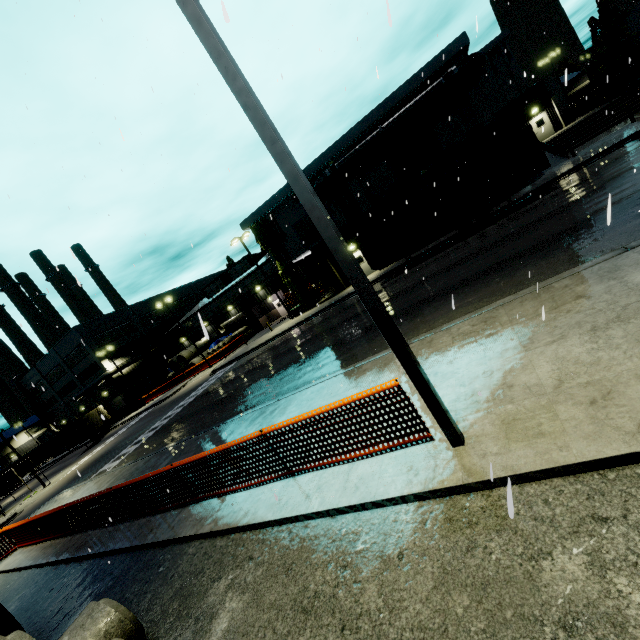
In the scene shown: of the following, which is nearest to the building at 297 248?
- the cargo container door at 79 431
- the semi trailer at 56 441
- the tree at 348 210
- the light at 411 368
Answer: the tree at 348 210

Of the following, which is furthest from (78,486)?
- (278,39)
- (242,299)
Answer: (242,299)

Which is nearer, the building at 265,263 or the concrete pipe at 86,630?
the concrete pipe at 86,630

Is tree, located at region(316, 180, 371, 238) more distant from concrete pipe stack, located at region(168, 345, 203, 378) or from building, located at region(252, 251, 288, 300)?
concrete pipe stack, located at region(168, 345, 203, 378)

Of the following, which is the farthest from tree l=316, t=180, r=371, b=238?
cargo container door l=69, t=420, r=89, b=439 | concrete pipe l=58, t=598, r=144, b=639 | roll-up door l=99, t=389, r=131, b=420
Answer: roll-up door l=99, t=389, r=131, b=420

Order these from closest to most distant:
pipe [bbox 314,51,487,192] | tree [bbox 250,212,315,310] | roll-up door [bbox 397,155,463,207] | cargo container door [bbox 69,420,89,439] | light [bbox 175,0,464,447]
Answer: light [bbox 175,0,464,447], pipe [bbox 314,51,487,192], roll-up door [bbox 397,155,463,207], tree [bbox 250,212,315,310], cargo container door [bbox 69,420,89,439]

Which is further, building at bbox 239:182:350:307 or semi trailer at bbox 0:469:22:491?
semi trailer at bbox 0:469:22:491

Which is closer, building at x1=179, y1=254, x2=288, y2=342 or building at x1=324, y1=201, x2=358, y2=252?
building at x1=324, y1=201, x2=358, y2=252
